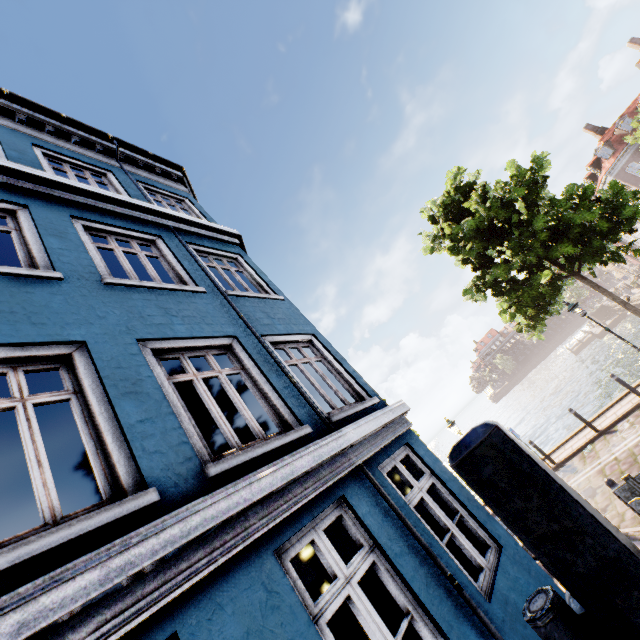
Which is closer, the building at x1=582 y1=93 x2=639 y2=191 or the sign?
the sign

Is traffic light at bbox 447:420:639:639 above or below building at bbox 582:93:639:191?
below

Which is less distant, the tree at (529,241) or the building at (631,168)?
the tree at (529,241)

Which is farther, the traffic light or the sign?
the sign

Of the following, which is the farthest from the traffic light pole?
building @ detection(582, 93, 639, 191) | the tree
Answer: building @ detection(582, 93, 639, 191)

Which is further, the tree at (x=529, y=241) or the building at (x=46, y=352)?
the tree at (x=529, y=241)

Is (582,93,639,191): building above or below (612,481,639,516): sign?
above

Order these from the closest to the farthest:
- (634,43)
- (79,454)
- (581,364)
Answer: (79,454)
(634,43)
(581,364)
